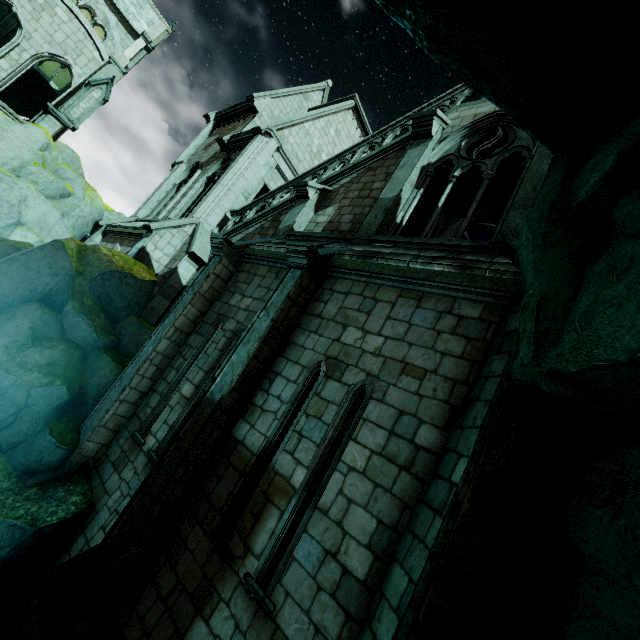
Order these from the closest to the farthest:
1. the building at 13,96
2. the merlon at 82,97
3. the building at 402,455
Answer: the building at 402,455 < the merlon at 82,97 < the building at 13,96

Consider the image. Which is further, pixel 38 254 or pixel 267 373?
pixel 38 254

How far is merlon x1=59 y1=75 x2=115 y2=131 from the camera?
16.16m

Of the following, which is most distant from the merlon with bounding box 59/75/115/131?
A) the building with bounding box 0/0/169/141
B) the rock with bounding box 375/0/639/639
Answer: the rock with bounding box 375/0/639/639

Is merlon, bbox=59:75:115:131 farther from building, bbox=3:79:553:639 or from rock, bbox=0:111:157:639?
rock, bbox=0:111:157:639

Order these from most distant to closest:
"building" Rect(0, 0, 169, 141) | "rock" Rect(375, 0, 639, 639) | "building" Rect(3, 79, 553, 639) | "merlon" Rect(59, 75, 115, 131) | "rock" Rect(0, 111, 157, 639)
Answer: "building" Rect(0, 0, 169, 141) < "merlon" Rect(59, 75, 115, 131) < "rock" Rect(0, 111, 157, 639) < "building" Rect(3, 79, 553, 639) < "rock" Rect(375, 0, 639, 639)

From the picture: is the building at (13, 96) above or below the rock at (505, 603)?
above
